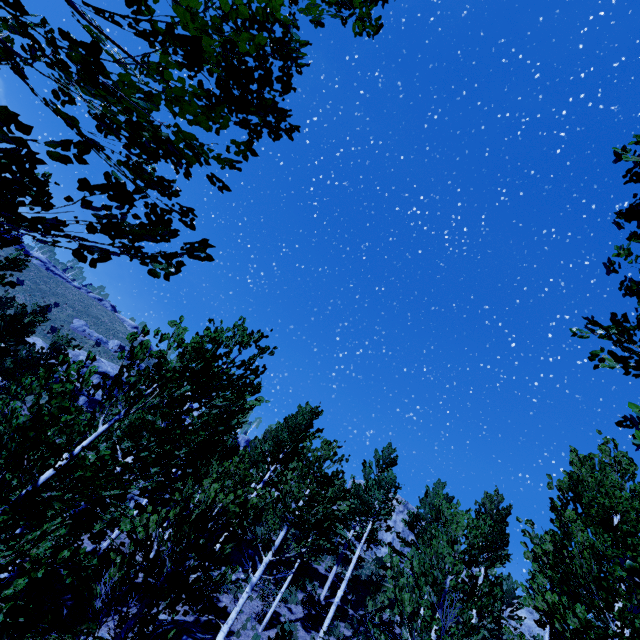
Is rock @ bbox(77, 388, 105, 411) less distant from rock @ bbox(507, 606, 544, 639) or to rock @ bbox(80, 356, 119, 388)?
rock @ bbox(80, 356, 119, 388)

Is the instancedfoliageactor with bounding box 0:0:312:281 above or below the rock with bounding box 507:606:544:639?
below

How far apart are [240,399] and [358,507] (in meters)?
11.60

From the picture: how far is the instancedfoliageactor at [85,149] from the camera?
1.2 meters

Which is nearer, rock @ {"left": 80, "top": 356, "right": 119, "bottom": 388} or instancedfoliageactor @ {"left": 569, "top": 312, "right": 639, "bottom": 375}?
instancedfoliageactor @ {"left": 569, "top": 312, "right": 639, "bottom": 375}

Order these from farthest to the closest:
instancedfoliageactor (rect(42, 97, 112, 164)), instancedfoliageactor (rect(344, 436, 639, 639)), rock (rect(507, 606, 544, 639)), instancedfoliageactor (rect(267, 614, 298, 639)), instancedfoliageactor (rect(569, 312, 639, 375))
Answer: rock (rect(507, 606, 544, 639)) → instancedfoliageactor (rect(267, 614, 298, 639)) → instancedfoliageactor (rect(344, 436, 639, 639)) → instancedfoliageactor (rect(569, 312, 639, 375)) → instancedfoliageactor (rect(42, 97, 112, 164))

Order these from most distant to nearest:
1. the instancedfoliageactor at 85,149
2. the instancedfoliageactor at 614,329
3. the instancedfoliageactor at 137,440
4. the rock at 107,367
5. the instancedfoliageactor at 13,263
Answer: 1. the rock at 107,367
2. the instancedfoliageactor at 13,263
3. the instancedfoliageactor at 137,440
4. the instancedfoliageactor at 614,329
5. the instancedfoliageactor at 85,149

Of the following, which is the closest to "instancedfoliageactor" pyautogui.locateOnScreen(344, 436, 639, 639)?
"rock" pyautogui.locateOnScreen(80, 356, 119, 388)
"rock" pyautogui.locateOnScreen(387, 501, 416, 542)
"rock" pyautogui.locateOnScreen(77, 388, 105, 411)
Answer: "rock" pyautogui.locateOnScreen(77, 388, 105, 411)
